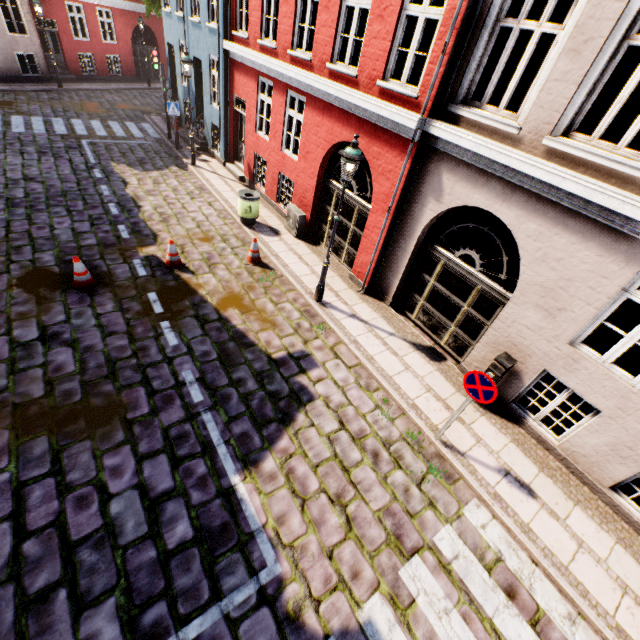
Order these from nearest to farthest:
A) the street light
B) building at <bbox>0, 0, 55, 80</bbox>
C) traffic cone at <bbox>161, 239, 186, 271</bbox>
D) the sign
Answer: the sign
the street light
traffic cone at <bbox>161, 239, 186, 271</bbox>
building at <bbox>0, 0, 55, 80</bbox>

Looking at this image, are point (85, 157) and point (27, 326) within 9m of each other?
no

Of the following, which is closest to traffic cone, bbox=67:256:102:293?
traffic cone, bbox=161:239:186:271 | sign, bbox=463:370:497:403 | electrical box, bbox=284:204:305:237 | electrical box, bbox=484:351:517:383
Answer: traffic cone, bbox=161:239:186:271

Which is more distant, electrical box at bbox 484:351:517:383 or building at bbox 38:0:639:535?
electrical box at bbox 484:351:517:383

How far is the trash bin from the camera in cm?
1031

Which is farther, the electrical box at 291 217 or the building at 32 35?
the building at 32 35

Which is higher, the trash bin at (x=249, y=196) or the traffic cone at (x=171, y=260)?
the trash bin at (x=249, y=196)

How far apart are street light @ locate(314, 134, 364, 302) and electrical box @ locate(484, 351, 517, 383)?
4.15m
